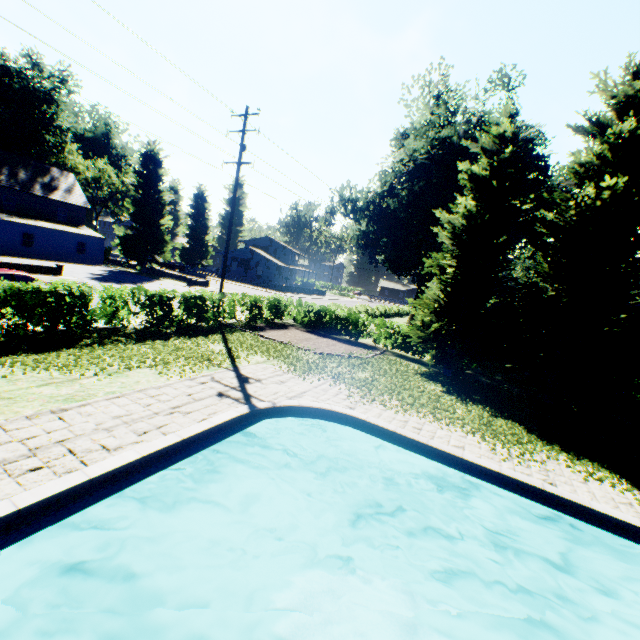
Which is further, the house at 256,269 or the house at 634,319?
the house at 256,269

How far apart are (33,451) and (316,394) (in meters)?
6.67

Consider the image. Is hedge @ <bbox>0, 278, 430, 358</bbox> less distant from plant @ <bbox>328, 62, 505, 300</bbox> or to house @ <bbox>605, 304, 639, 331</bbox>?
plant @ <bbox>328, 62, 505, 300</bbox>

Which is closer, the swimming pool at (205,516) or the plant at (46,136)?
the swimming pool at (205,516)

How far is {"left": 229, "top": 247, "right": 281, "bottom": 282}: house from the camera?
59.4 meters

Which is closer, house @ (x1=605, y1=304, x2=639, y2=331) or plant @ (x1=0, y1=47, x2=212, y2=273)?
house @ (x1=605, y1=304, x2=639, y2=331)

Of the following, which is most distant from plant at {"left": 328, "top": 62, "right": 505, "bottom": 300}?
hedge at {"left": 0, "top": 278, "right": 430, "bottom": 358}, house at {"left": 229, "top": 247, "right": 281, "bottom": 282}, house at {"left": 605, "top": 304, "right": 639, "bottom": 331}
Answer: house at {"left": 605, "top": 304, "right": 639, "bottom": 331}

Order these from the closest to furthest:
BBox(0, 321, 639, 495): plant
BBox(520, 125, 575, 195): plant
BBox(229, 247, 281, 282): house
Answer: BBox(0, 321, 639, 495): plant
BBox(520, 125, 575, 195): plant
BBox(229, 247, 281, 282): house
